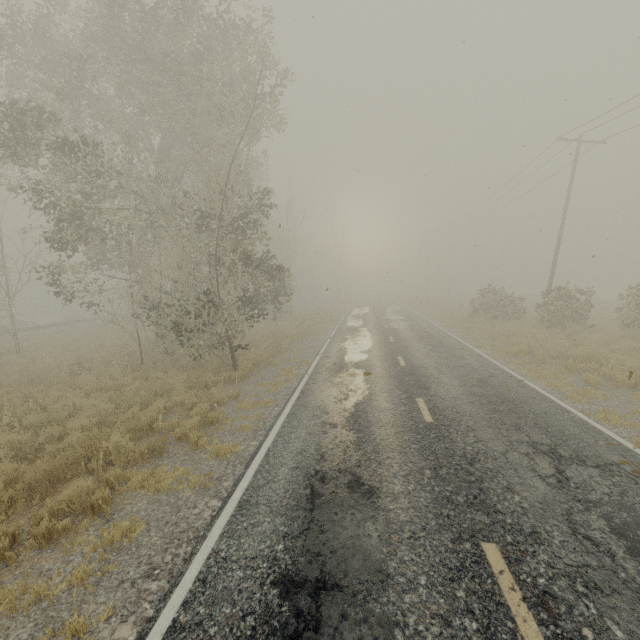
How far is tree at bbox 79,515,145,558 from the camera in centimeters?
454cm

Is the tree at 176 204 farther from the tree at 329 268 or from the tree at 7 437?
the tree at 329 268

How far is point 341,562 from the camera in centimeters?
386cm

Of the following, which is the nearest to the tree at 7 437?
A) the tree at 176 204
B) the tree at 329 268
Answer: the tree at 176 204

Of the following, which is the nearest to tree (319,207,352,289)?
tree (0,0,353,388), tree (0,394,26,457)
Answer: tree (0,0,353,388)

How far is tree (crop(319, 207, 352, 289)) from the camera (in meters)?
48.59
